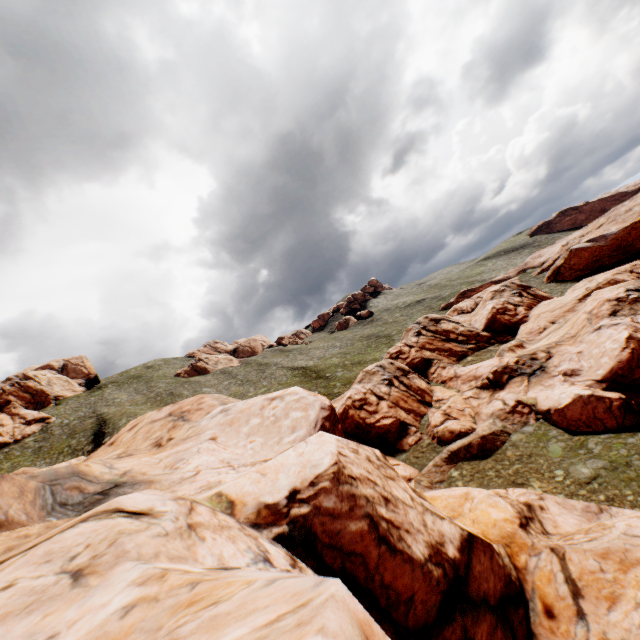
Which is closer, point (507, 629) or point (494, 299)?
point (507, 629)

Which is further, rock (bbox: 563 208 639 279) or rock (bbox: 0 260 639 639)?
rock (bbox: 563 208 639 279)

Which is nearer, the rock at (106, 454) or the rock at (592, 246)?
the rock at (106, 454)
